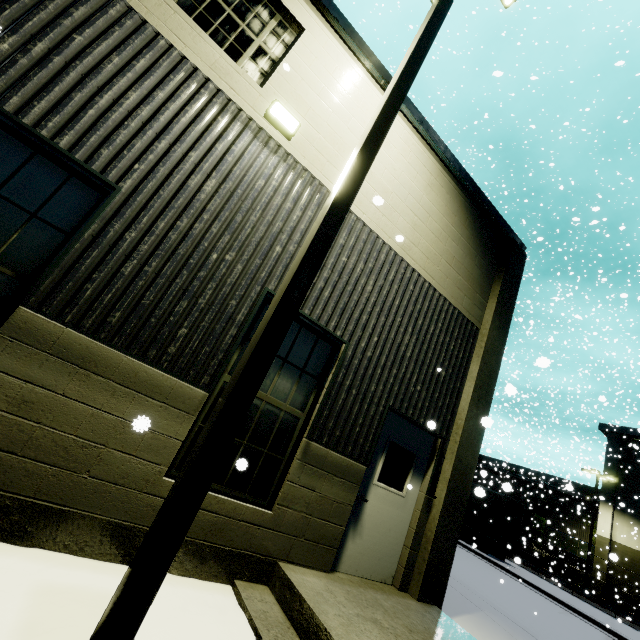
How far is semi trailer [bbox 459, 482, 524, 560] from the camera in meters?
19.7

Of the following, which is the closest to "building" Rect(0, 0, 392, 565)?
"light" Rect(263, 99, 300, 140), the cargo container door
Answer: "light" Rect(263, 99, 300, 140)

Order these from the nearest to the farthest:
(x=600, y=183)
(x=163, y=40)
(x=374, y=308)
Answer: (x=163, y=40)
(x=374, y=308)
(x=600, y=183)

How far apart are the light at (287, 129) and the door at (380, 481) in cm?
442

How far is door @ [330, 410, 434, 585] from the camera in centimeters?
496cm

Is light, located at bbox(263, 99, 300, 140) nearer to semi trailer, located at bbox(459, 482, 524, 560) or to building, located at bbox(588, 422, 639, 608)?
building, located at bbox(588, 422, 639, 608)

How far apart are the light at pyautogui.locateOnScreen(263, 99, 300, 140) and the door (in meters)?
4.42

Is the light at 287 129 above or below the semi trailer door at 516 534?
above
